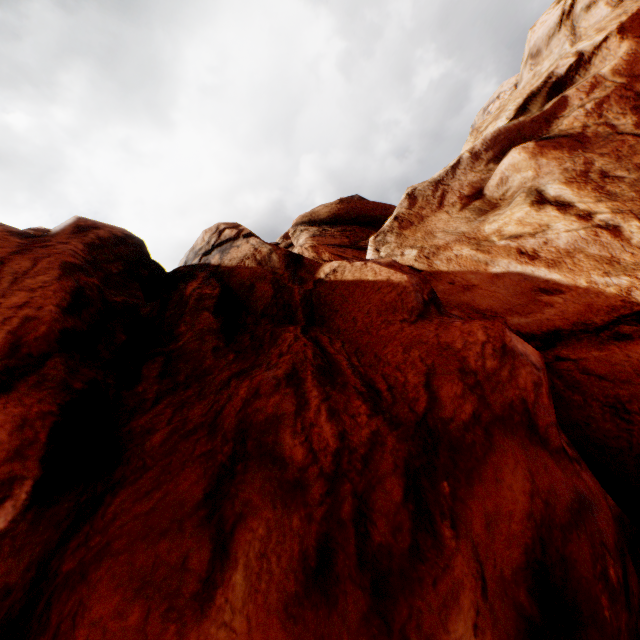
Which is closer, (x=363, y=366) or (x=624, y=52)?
(x=363, y=366)
